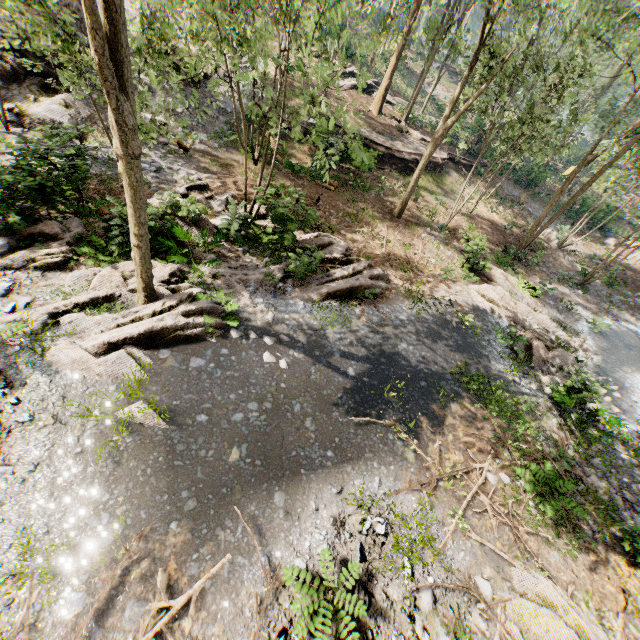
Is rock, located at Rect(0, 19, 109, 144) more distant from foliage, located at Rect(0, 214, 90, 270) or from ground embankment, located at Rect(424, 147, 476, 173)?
ground embankment, located at Rect(424, 147, 476, 173)

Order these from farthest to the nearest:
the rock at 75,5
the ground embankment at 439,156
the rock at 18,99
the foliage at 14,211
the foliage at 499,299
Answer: the ground embankment at 439,156 → the rock at 75,5 → the foliage at 499,299 → the rock at 18,99 → the foliage at 14,211

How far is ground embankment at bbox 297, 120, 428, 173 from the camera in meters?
19.2 m

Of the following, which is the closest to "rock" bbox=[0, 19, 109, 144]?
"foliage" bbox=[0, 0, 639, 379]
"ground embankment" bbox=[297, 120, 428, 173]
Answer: "foliage" bbox=[0, 0, 639, 379]

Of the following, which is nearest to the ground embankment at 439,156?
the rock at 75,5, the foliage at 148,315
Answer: the foliage at 148,315

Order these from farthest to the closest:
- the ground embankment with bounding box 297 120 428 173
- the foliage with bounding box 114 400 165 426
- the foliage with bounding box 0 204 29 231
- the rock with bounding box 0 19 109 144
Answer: the ground embankment with bounding box 297 120 428 173
the rock with bounding box 0 19 109 144
the foliage with bounding box 0 204 29 231
the foliage with bounding box 114 400 165 426

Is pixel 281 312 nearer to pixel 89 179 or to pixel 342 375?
pixel 342 375
